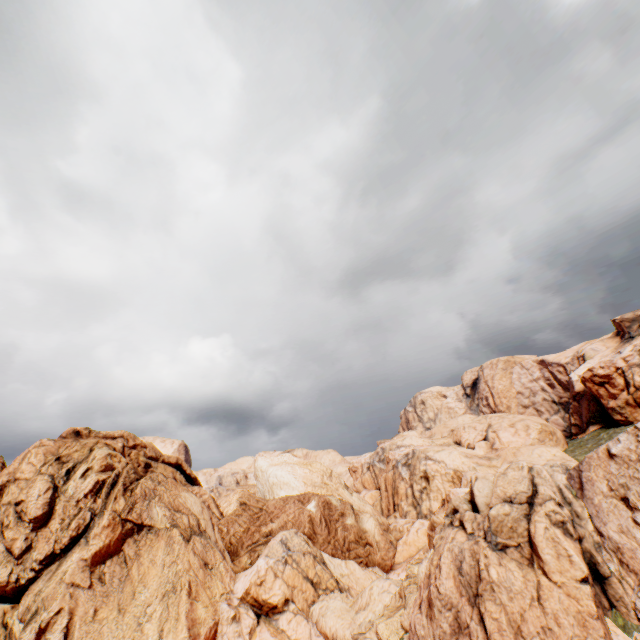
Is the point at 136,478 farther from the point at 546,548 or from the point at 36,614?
the point at 546,548
